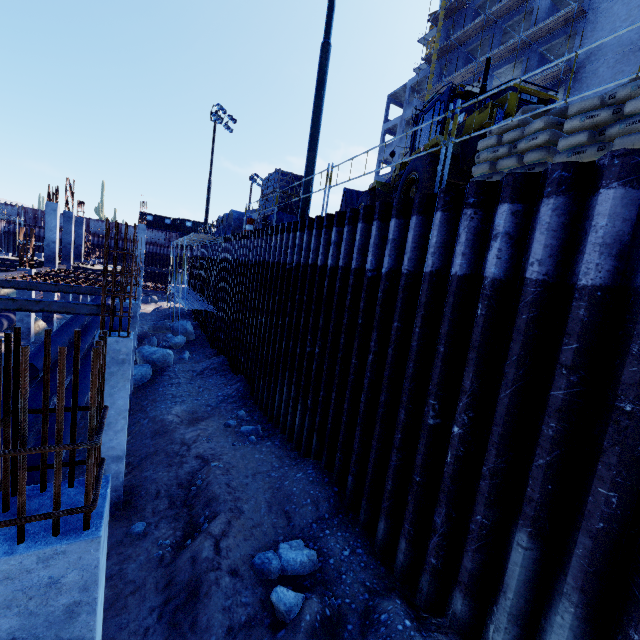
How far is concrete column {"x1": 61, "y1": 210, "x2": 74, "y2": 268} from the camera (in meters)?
24.75

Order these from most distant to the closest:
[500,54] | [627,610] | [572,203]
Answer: [500,54] → [572,203] → [627,610]

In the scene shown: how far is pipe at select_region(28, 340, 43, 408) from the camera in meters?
8.9 m

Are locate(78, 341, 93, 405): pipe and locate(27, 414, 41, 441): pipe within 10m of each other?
yes

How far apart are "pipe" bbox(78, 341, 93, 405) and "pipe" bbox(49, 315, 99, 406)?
0.1m

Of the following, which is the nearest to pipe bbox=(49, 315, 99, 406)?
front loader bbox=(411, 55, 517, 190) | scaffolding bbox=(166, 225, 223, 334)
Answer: scaffolding bbox=(166, 225, 223, 334)

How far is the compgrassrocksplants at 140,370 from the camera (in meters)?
13.55

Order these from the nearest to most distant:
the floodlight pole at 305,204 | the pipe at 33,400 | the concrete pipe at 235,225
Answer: the pipe at 33,400 → the floodlight pole at 305,204 → the concrete pipe at 235,225
